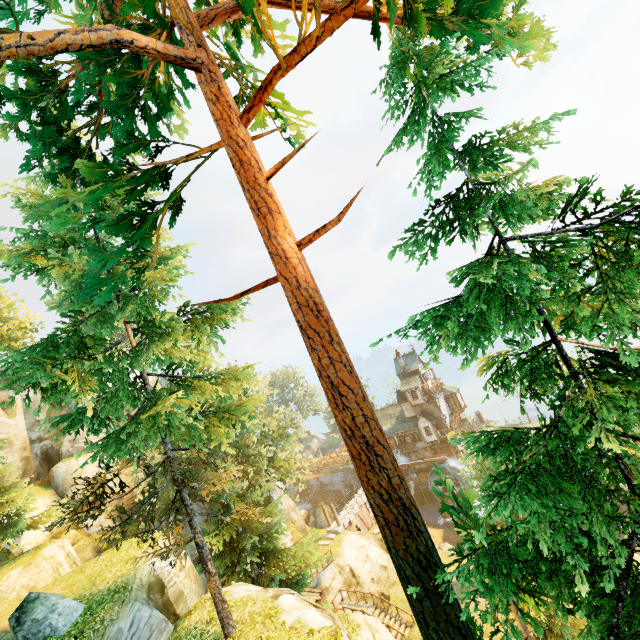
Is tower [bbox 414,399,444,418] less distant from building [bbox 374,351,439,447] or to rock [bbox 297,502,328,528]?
building [bbox 374,351,439,447]

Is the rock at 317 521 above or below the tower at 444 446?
below

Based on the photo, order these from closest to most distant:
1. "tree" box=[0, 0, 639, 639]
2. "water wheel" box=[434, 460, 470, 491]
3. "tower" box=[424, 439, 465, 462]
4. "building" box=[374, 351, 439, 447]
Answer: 1. "tree" box=[0, 0, 639, 639]
2. "water wheel" box=[434, 460, 470, 491]
3. "tower" box=[424, 439, 465, 462]
4. "building" box=[374, 351, 439, 447]

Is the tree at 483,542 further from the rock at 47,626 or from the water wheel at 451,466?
the water wheel at 451,466

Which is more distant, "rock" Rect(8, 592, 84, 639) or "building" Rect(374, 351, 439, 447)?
"building" Rect(374, 351, 439, 447)

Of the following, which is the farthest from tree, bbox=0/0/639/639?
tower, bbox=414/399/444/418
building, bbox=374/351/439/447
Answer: tower, bbox=414/399/444/418

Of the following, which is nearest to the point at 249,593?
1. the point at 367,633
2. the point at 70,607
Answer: the point at 70,607

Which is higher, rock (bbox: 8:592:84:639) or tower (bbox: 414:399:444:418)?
rock (bbox: 8:592:84:639)
